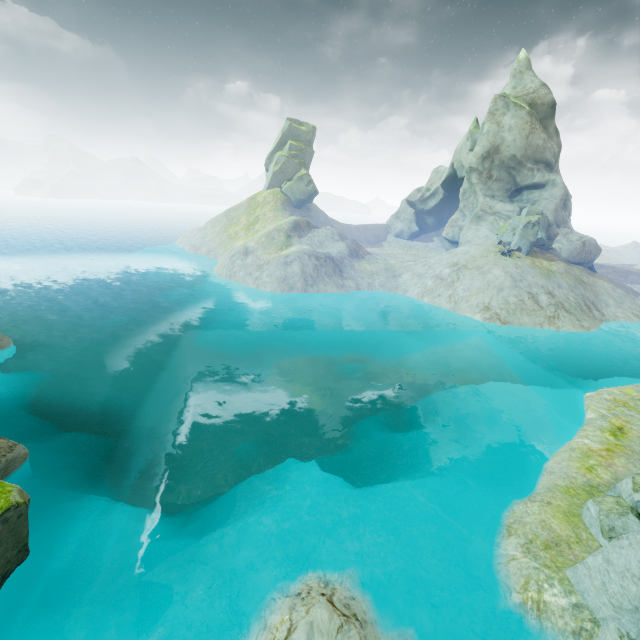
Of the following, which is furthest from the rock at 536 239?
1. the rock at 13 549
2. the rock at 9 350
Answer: the rock at 9 350

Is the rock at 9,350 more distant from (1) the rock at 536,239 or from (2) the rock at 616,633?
(1) the rock at 536,239

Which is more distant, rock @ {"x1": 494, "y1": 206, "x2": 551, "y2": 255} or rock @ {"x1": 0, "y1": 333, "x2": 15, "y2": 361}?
rock @ {"x1": 494, "y1": 206, "x2": 551, "y2": 255}

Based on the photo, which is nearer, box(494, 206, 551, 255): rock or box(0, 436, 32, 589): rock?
box(0, 436, 32, 589): rock

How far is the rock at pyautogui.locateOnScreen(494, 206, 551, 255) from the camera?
40.0 meters

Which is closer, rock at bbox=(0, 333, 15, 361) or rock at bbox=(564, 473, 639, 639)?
rock at bbox=(564, 473, 639, 639)

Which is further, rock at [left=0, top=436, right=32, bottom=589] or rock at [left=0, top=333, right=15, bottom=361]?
rock at [left=0, top=333, right=15, bottom=361]

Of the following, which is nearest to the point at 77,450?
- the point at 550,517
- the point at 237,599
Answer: the point at 237,599
